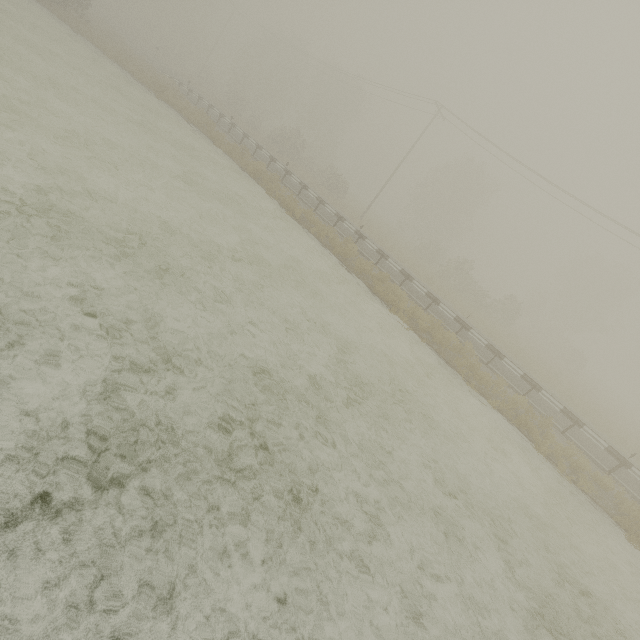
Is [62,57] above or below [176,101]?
below
